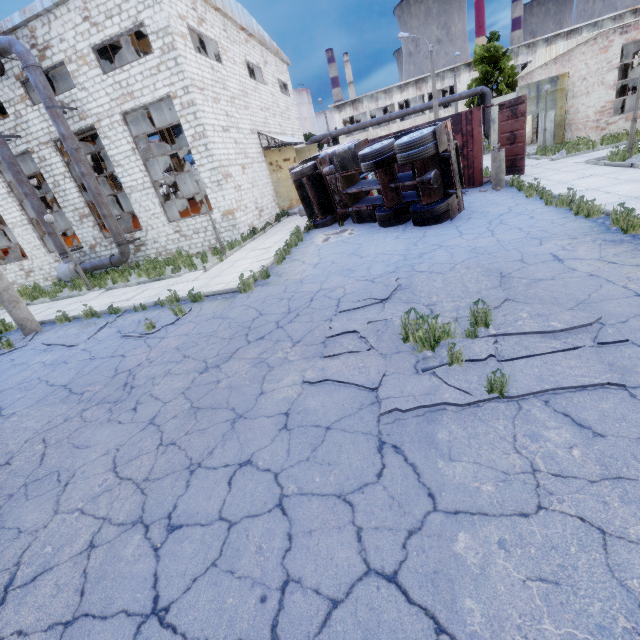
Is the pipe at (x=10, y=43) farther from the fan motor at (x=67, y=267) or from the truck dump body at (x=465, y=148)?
the truck dump body at (x=465, y=148)

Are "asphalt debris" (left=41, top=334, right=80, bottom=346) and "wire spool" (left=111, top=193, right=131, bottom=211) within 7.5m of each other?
no

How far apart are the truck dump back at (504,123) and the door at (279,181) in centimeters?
1240cm

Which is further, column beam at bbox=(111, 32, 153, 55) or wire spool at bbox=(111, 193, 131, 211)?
wire spool at bbox=(111, 193, 131, 211)

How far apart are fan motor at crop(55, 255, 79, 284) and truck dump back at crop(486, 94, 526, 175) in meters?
22.2

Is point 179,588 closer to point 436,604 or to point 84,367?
point 436,604

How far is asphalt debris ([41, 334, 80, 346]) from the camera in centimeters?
822cm

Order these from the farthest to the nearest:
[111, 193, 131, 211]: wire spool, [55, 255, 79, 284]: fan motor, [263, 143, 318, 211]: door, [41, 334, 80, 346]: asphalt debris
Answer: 1. [111, 193, 131, 211]: wire spool
2. [263, 143, 318, 211]: door
3. [55, 255, 79, 284]: fan motor
4. [41, 334, 80, 346]: asphalt debris
